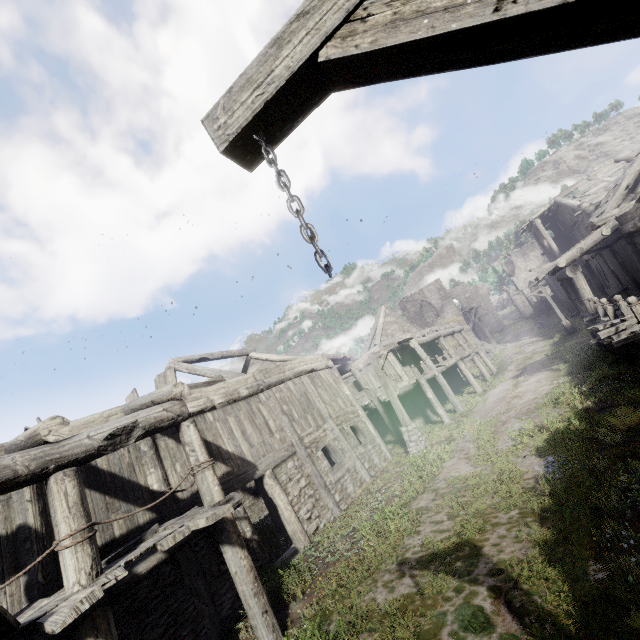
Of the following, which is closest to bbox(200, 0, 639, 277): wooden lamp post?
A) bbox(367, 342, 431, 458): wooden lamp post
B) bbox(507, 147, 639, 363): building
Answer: Result: bbox(507, 147, 639, 363): building

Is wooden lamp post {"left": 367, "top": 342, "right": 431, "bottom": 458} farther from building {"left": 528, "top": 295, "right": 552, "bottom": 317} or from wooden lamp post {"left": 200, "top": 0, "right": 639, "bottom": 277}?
wooden lamp post {"left": 200, "top": 0, "right": 639, "bottom": 277}

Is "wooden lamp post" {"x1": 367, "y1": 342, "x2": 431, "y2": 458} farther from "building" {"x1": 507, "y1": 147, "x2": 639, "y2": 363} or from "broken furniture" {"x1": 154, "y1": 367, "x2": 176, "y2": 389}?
"broken furniture" {"x1": 154, "y1": 367, "x2": 176, "y2": 389}

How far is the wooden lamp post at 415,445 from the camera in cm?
Answer: 1355

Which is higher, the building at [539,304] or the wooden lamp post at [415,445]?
the building at [539,304]

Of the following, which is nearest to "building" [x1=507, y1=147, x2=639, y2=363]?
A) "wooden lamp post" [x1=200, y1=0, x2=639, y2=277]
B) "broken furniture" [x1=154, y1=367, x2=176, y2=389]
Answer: "broken furniture" [x1=154, y1=367, x2=176, y2=389]

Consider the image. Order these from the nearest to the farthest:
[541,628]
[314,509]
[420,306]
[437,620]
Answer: [541,628], [437,620], [314,509], [420,306]

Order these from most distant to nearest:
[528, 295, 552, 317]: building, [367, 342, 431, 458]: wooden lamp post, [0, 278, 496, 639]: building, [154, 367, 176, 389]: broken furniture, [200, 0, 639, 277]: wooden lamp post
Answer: [528, 295, 552, 317]: building
[367, 342, 431, 458]: wooden lamp post
[154, 367, 176, 389]: broken furniture
[0, 278, 496, 639]: building
[200, 0, 639, 277]: wooden lamp post
